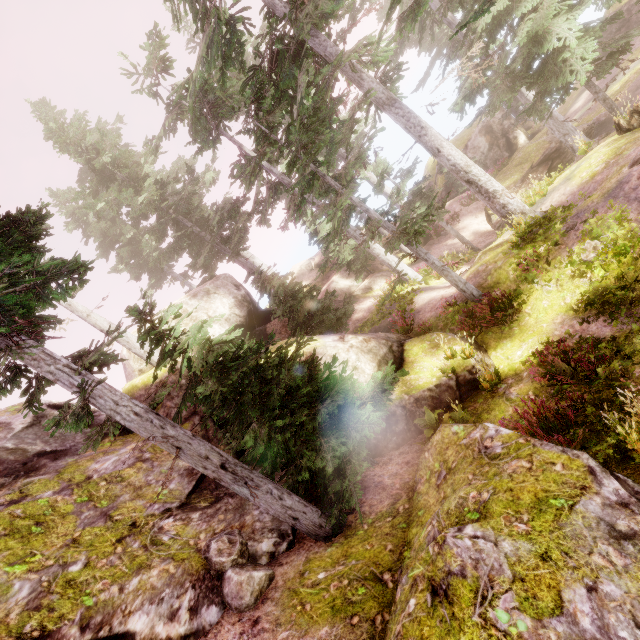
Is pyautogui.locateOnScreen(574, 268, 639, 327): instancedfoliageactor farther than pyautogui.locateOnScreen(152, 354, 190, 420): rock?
No

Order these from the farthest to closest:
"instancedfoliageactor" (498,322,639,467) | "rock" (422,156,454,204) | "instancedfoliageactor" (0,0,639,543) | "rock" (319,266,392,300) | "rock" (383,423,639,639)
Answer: "rock" (422,156,454,204)
"rock" (319,266,392,300)
"instancedfoliageactor" (0,0,639,543)
"instancedfoliageactor" (498,322,639,467)
"rock" (383,423,639,639)

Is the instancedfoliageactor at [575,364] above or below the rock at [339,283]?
below

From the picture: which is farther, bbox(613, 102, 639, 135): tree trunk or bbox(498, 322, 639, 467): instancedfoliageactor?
bbox(613, 102, 639, 135): tree trunk

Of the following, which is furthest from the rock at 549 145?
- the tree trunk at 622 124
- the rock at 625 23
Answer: the tree trunk at 622 124

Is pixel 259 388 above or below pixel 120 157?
below

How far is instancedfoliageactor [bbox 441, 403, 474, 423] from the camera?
8.03m

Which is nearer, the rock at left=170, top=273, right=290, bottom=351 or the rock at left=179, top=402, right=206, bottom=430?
the rock at left=179, top=402, right=206, bottom=430
